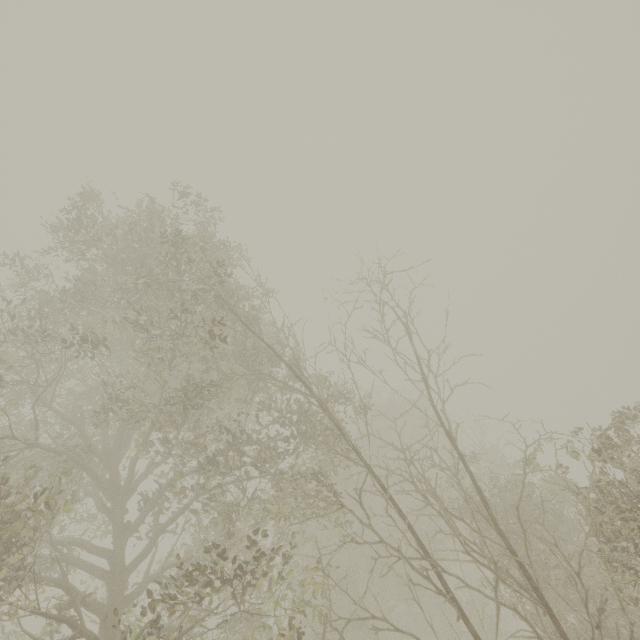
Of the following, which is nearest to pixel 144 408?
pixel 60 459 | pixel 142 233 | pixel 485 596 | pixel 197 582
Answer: pixel 60 459
